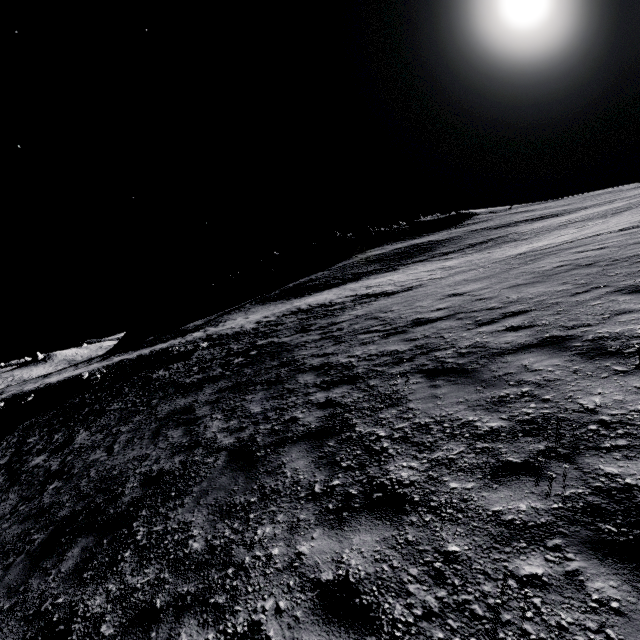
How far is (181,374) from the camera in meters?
18.8 m
